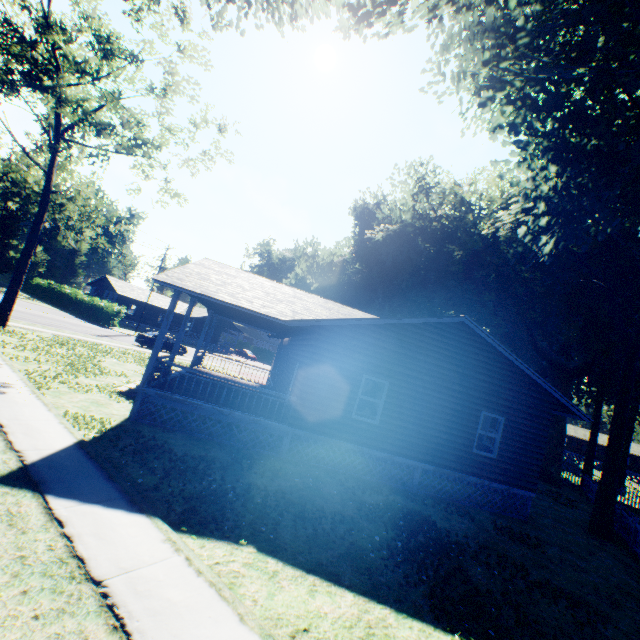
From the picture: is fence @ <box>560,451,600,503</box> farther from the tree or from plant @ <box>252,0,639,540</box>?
the tree

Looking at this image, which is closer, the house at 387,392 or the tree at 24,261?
the house at 387,392

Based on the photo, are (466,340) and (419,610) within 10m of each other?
yes

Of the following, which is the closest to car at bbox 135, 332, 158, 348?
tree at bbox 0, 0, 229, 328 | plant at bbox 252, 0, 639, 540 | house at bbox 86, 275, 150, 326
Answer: tree at bbox 0, 0, 229, 328

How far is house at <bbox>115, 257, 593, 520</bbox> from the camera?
10.8m

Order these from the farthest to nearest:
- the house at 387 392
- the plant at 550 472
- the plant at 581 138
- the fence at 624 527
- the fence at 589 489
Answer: the plant at 550 472 < the fence at 589 489 < the fence at 624 527 < the plant at 581 138 < the house at 387 392

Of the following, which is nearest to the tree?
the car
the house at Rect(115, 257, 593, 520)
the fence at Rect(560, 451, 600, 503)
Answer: the house at Rect(115, 257, 593, 520)

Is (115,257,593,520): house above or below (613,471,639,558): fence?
above
